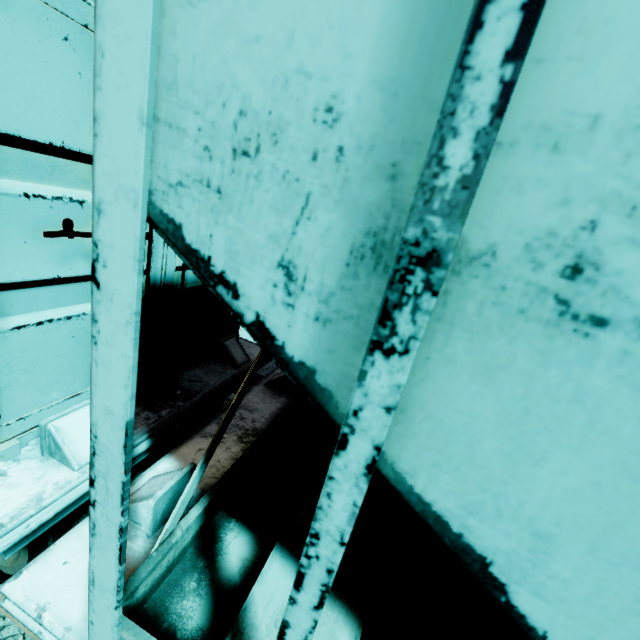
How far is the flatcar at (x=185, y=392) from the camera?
2.4 meters

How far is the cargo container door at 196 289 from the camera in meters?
2.5

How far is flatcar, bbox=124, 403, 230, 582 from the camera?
1.62m

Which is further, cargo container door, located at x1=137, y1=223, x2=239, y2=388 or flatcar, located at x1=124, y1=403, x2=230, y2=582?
cargo container door, located at x1=137, y1=223, x2=239, y2=388

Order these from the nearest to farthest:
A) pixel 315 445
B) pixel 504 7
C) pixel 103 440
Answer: pixel 504 7, pixel 103 440, pixel 315 445

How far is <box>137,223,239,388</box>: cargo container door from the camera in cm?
251

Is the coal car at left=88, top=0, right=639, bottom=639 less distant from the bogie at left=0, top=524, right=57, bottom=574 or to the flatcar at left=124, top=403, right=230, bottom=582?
the flatcar at left=124, top=403, right=230, bottom=582
